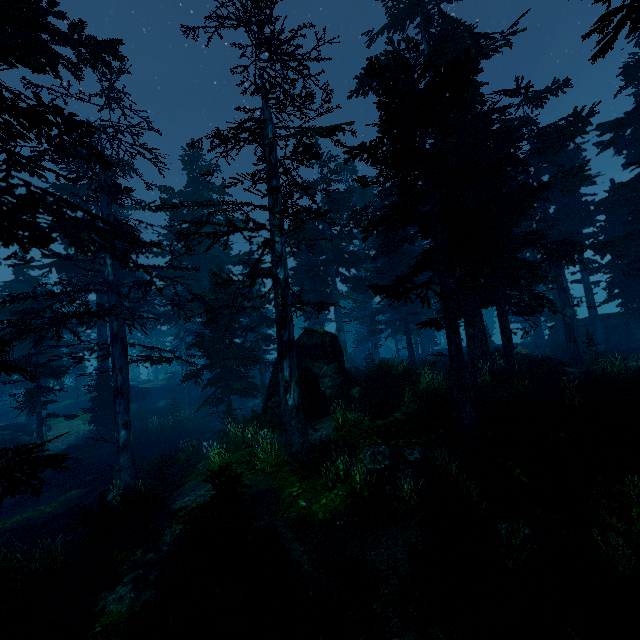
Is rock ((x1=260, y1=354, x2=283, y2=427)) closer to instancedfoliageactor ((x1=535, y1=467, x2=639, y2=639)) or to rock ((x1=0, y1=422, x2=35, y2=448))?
instancedfoliageactor ((x1=535, y1=467, x2=639, y2=639))

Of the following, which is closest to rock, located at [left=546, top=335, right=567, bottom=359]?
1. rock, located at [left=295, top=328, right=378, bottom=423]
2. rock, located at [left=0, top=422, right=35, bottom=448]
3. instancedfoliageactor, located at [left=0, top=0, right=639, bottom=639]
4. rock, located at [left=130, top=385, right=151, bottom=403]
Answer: instancedfoliageactor, located at [left=0, top=0, right=639, bottom=639]

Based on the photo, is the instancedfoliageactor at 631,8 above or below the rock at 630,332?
above

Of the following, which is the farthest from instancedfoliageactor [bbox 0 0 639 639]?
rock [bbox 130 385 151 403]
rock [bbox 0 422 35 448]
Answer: rock [bbox 130 385 151 403]

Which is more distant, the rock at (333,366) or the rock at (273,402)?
the rock at (273,402)

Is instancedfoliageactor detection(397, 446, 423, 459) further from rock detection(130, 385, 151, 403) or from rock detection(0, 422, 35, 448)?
rock detection(130, 385, 151, 403)

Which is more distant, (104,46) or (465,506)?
(104,46)
